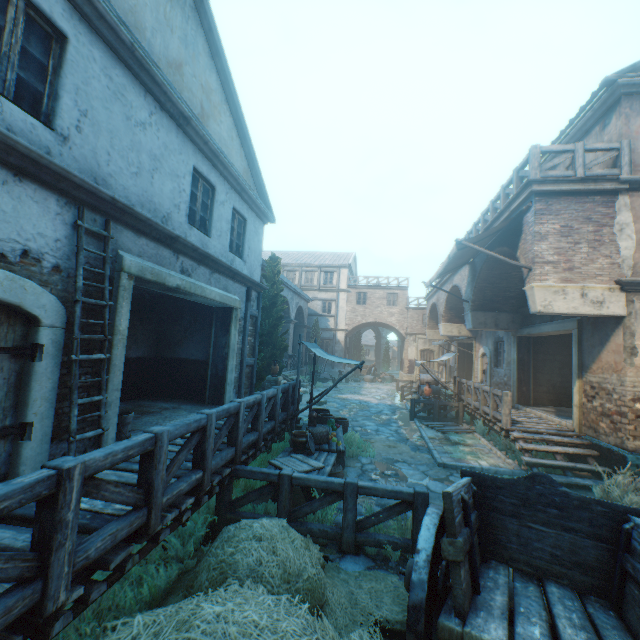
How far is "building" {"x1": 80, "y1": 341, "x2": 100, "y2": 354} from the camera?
4.6m

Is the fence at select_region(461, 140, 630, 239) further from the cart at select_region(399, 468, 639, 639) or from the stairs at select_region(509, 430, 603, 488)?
the cart at select_region(399, 468, 639, 639)

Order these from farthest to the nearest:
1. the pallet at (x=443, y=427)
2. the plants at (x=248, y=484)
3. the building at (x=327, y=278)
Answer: the building at (x=327, y=278)
the pallet at (x=443, y=427)
the plants at (x=248, y=484)

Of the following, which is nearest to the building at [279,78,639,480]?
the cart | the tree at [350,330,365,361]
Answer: the cart

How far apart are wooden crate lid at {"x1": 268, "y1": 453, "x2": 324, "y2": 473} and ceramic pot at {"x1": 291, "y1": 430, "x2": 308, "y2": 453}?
0.1m

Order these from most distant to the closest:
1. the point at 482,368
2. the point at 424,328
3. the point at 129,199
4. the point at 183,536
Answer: the point at 424,328
the point at 482,368
the point at 129,199
the point at 183,536

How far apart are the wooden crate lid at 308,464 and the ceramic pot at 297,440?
0.13m

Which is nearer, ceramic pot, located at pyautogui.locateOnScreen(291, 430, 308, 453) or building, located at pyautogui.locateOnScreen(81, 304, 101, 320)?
building, located at pyautogui.locateOnScreen(81, 304, 101, 320)
